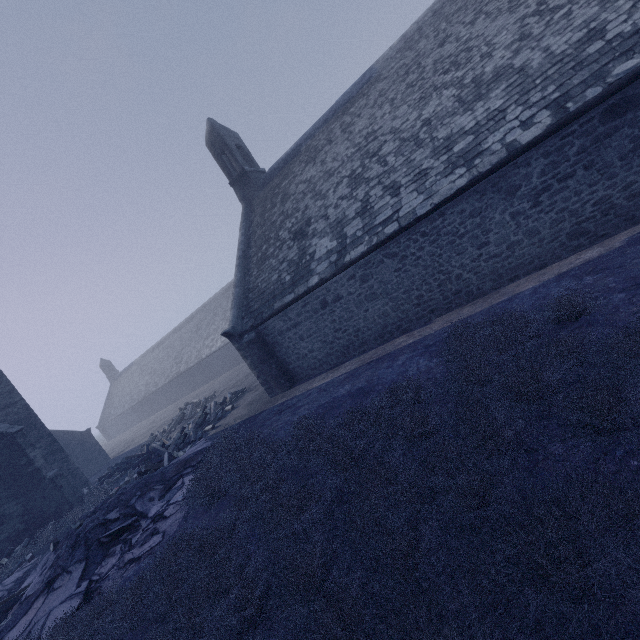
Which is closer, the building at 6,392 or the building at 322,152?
the building at 322,152

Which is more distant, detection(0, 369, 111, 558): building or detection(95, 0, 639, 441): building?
detection(0, 369, 111, 558): building

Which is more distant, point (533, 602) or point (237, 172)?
point (237, 172)
